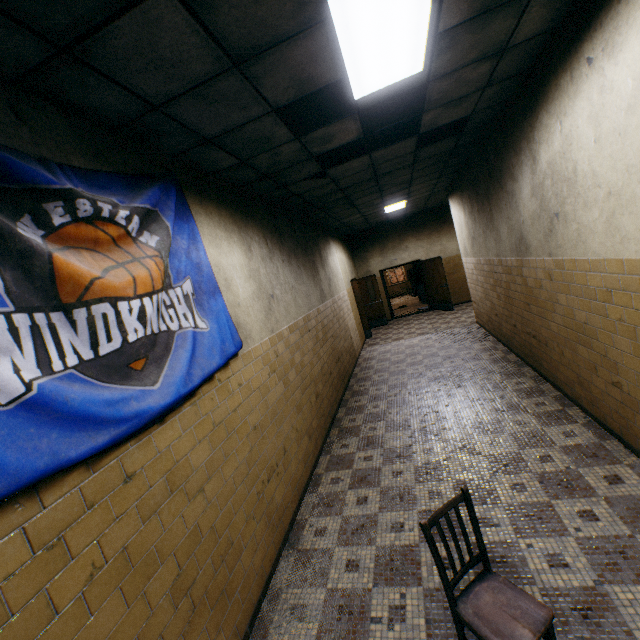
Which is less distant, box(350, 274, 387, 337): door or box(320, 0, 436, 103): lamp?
box(320, 0, 436, 103): lamp

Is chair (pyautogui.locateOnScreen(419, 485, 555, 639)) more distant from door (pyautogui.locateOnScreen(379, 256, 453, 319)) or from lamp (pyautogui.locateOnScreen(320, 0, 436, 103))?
door (pyautogui.locateOnScreen(379, 256, 453, 319))

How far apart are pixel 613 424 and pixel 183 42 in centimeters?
500cm

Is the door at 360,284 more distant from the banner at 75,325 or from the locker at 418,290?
the banner at 75,325

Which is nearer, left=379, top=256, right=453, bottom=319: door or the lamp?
the lamp

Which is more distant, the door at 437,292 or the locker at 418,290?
the locker at 418,290

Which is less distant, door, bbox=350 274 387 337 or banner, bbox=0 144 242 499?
banner, bbox=0 144 242 499

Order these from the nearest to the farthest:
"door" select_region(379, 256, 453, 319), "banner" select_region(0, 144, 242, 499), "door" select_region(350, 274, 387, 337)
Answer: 1. "banner" select_region(0, 144, 242, 499)
2. "door" select_region(350, 274, 387, 337)
3. "door" select_region(379, 256, 453, 319)
